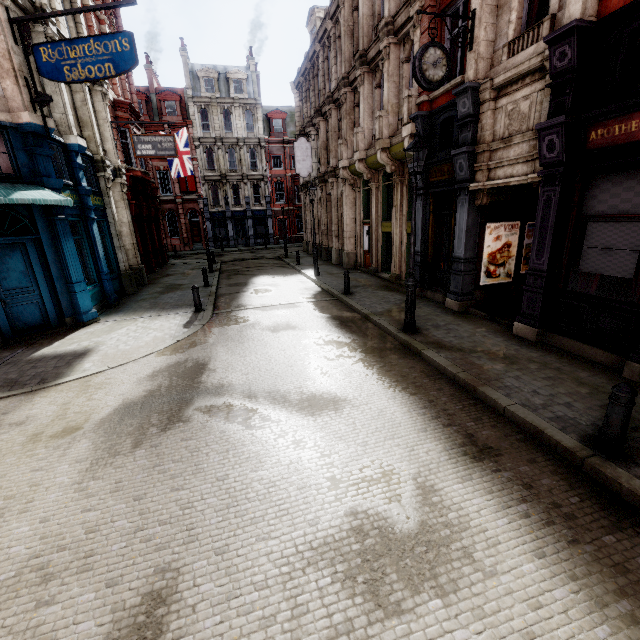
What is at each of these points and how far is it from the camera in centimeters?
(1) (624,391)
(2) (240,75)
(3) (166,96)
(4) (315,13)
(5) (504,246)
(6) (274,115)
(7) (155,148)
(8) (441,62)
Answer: (1) post, 387cm
(2) roof window, 3678cm
(3) roof window, 3547cm
(4) roof window, 2208cm
(5) poster, 1023cm
(6) roof window, 3884cm
(7) sign, 1645cm
(8) clock, 817cm

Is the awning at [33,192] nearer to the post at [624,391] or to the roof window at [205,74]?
the post at [624,391]

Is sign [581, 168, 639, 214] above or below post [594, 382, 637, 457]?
above

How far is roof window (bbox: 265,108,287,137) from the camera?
38.8m

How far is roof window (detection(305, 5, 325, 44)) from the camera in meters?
22.0 m

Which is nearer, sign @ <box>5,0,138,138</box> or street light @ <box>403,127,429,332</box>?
street light @ <box>403,127,429,332</box>

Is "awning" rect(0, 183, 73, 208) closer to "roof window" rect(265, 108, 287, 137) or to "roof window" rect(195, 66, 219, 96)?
"roof window" rect(195, 66, 219, 96)

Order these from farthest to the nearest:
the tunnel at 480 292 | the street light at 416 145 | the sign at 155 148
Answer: the sign at 155 148, the tunnel at 480 292, the street light at 416 145
